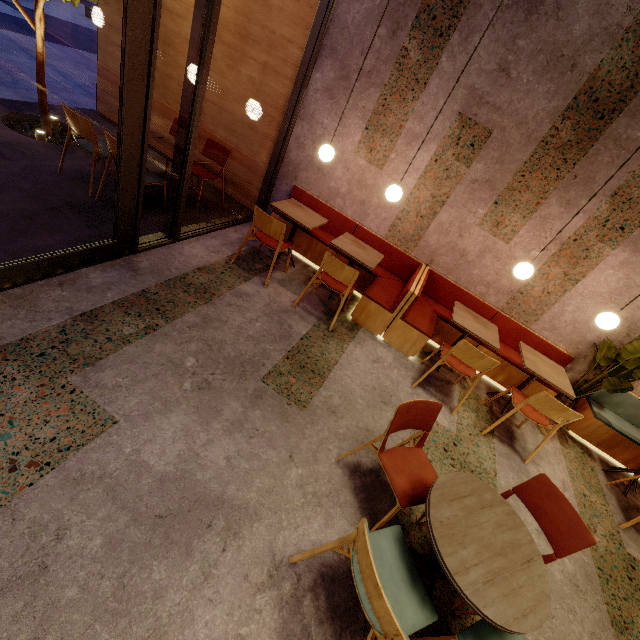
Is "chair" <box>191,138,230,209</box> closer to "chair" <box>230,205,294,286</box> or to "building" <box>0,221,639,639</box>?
"building" <box>0,221,639,639</box>

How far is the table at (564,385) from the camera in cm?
368

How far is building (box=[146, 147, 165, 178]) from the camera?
5.2m

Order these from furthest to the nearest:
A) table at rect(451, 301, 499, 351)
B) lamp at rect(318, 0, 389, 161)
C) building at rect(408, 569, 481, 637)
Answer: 1. table at rect(451, 301, 499, 351)
2. lamp at rect(318, 0, 389, 161)
3. building at rect(408, 569, 481, 637)

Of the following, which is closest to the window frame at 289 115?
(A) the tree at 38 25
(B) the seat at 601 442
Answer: (A) the tree at 38 25

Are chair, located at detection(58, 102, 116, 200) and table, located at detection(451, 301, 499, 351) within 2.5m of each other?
no

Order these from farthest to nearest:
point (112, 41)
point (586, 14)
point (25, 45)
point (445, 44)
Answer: point (25, 45)
point (112, 41)
point (445, 44)
point (586, 14)

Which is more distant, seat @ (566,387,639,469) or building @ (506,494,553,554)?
seat @ (566,387,639,469)
